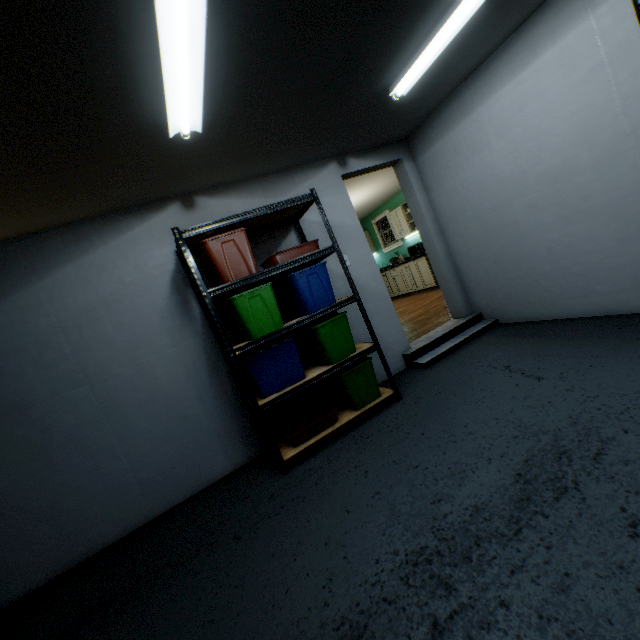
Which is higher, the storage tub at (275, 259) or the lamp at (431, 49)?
the lamp at (431, 49)

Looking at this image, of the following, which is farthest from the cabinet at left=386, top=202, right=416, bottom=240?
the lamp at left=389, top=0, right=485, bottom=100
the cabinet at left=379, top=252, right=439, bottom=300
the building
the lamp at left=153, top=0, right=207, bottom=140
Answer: the lamp at left=153, top=0, right=207, bottom=140

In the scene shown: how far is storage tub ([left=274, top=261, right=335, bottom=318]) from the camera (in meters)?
2.64

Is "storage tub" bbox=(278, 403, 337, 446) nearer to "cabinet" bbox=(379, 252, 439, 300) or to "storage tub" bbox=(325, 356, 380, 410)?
"storage tub" bbox=(325, 356, 380, 410)

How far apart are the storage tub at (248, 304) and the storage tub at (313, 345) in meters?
0.2

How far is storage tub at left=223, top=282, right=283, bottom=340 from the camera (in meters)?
2.45

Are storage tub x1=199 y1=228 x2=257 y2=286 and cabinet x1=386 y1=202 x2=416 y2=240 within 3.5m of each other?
no

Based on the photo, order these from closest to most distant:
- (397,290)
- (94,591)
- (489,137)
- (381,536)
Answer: (381,536) → (94,591) → (489,137) → (397,290)
